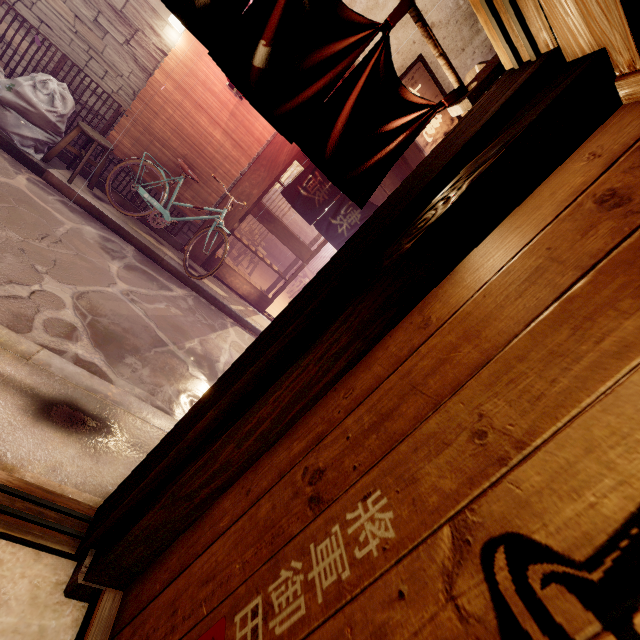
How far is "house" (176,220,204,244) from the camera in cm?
1058

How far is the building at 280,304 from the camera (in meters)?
13.52

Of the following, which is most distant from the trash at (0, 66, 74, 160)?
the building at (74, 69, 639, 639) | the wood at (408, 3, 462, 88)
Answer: the wood at (408, 3, 462, 88)

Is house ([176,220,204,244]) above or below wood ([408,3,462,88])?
below

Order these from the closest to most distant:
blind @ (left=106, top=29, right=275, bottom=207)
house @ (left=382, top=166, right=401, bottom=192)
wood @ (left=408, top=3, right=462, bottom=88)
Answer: wood @ (left=408, top=3, right=462, bottom=88)
blind @ (left=106, top=29, right=275, bottom=207)
house @ (left=382, top=166, right=401, bottom=192)

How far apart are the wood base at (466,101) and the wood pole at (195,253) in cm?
861

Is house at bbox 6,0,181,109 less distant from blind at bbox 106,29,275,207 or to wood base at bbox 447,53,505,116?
blind at bbox 106,29,275,207

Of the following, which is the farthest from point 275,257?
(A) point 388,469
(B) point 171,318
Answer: (A) point 388,469
